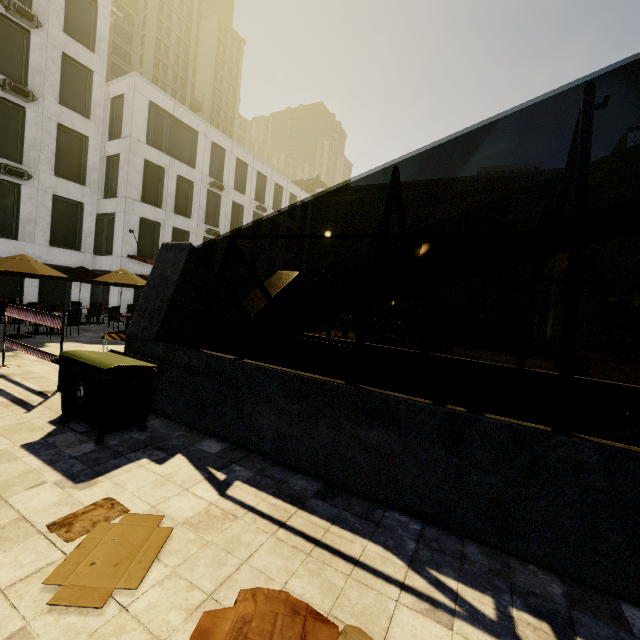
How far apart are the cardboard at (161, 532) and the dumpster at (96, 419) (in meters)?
1.40

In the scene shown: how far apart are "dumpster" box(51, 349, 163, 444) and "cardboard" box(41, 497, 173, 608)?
1.4m

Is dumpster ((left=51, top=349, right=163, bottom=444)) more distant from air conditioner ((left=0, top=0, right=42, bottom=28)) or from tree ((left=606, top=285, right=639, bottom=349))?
air conditioner ((left=0, top=0, right=42, bottom=28))

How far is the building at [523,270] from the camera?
37.0m

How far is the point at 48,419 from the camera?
5.2 meters

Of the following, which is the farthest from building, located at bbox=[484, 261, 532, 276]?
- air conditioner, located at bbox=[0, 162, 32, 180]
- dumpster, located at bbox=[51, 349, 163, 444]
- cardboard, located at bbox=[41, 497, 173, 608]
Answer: air conditioner, located at bbox=[0, 162, 32, 180]

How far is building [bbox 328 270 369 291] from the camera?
46.5 meters
